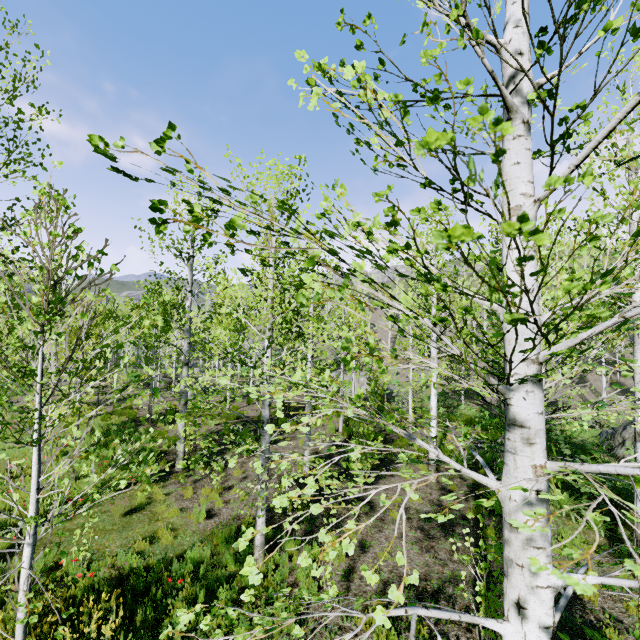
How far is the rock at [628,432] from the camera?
14.0m

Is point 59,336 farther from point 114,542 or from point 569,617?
point 569,617

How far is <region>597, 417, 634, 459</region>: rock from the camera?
13.98m

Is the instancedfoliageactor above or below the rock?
above

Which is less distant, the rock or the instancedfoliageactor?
the instancedfoliageactor

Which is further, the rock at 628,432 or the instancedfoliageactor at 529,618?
the rock at 628,432
